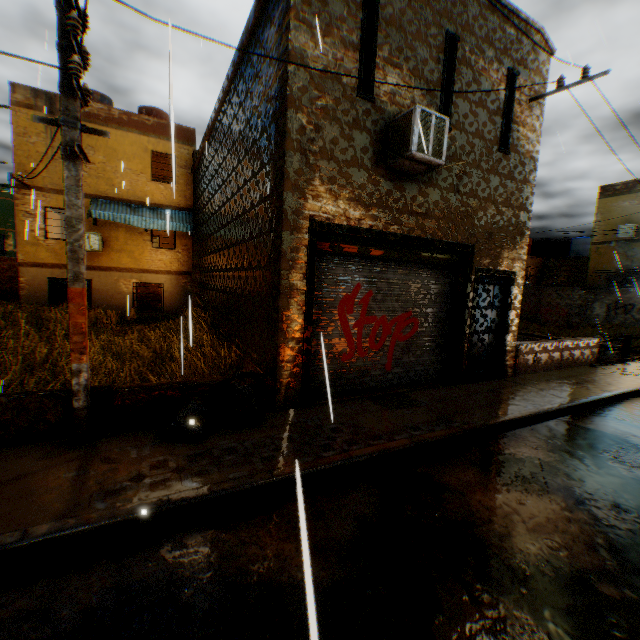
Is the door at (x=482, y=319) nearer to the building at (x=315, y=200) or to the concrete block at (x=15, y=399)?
the building at (x=315, y=200)

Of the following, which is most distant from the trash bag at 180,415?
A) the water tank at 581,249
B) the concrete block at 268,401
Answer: the water tank at 581,249

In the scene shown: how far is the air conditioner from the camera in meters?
5.5 m

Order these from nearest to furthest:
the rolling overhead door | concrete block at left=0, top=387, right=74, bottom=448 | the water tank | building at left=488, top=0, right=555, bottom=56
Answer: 1. concrete block at left=0, top=387, right=74, bottom=448
2. the rolling overhead door
3. building at left=488, top=0, right=555, bottom=56
4. the water tank

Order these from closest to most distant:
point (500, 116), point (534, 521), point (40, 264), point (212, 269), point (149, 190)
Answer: point (534, 521)
point (500, 116)
point (212, 269)
point (40, 264)
point (149, 190)

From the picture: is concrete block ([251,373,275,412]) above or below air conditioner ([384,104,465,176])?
below

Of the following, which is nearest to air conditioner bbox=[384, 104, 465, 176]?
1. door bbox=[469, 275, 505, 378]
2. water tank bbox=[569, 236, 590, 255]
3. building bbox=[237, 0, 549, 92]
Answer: building bbox=[237, 0, 549, 92]

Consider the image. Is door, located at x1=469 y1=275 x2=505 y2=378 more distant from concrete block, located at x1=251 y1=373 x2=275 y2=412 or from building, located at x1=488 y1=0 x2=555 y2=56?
concrete block, located at x1=251 y1=373 x2=275 y2=412
